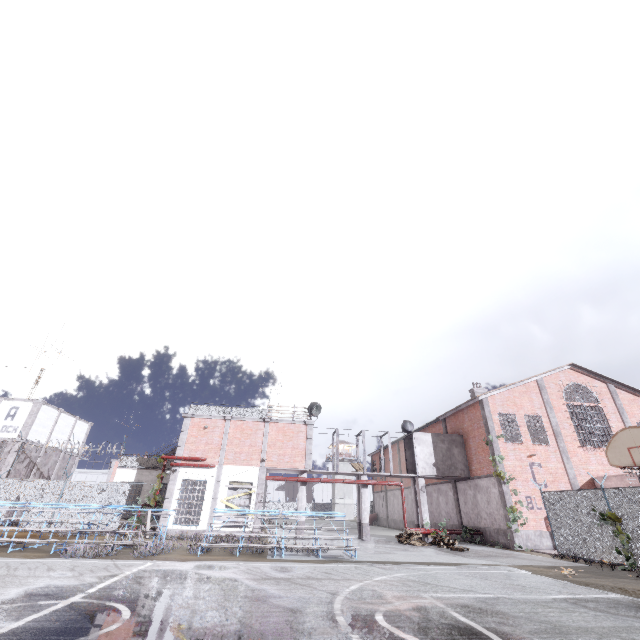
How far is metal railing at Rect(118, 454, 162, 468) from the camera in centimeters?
2625cm

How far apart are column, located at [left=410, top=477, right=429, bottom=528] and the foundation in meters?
5.4 m

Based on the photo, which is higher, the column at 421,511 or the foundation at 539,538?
the column at 421,511

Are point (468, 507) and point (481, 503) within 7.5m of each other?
yes

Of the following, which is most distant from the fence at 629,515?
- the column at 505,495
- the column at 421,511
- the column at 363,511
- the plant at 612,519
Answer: the column at 421,511

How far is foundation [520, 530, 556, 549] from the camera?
18.8 meters

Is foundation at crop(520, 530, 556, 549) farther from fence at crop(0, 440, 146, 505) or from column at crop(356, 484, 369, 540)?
column at crop(356, 484, 369, 540)

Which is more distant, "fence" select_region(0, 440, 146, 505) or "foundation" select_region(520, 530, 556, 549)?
"fence" select_region(0, 440, 146, 505)
